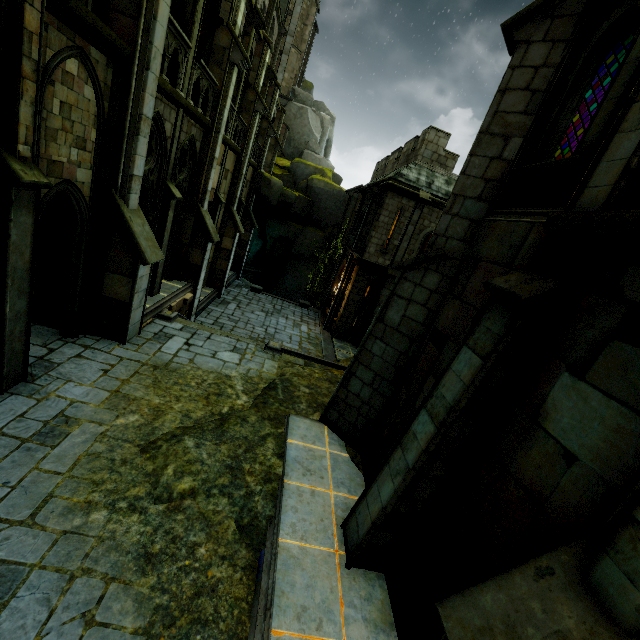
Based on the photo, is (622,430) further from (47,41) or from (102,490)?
(47,41)

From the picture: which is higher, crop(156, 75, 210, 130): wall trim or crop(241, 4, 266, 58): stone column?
→ crop(241, 4, 266, 58): stone column

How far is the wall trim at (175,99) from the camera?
8.3 meters

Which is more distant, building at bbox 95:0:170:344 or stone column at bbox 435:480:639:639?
building at bbox 95:0:170:344

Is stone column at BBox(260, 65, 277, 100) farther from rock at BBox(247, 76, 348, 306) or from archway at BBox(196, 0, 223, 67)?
rock at BBox(247, 76, 348, 306)

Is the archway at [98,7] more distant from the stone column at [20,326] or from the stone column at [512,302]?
the stone column at [512,302]

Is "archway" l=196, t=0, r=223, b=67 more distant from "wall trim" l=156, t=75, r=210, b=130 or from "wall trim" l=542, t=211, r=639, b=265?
"wall trim" l=542, t=211, r=639, b=265

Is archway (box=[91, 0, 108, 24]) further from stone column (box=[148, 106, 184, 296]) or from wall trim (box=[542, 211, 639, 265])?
wall trim (box=[542, 211, 639, 265])
